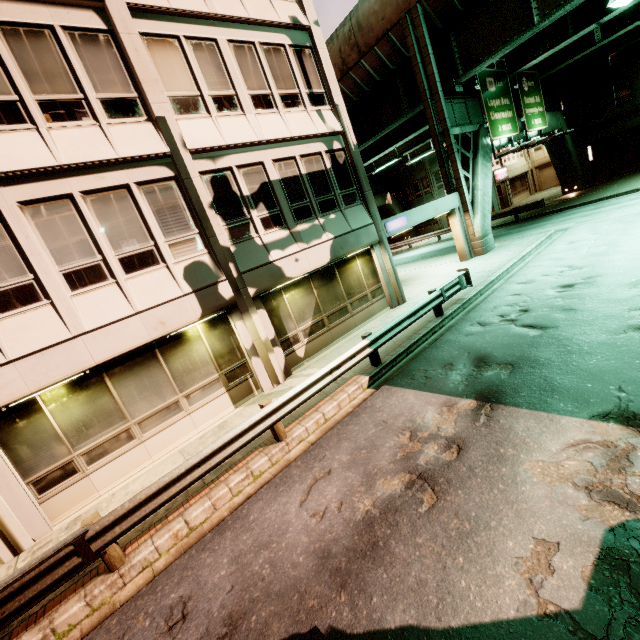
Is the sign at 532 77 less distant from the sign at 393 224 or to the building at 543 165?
the sign at 393 224

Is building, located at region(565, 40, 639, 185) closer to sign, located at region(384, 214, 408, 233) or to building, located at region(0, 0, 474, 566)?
building, located at region(0, 0, 474, 566)

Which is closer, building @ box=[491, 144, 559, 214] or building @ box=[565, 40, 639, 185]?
building @ box=[565, 40, 639, 185]

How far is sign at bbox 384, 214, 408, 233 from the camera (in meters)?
13.99

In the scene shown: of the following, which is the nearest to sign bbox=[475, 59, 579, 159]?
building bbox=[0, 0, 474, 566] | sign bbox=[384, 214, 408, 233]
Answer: building bbox=[0, 0, 474, 566]

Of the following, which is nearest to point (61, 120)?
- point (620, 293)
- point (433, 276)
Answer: point (620, 293)

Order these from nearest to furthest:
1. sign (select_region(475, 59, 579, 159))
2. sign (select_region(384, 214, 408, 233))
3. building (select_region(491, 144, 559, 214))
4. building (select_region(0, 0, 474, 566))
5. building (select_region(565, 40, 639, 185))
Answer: building (select_region(0, 0, 474, 566)) → sign (select_region(384, 214, 408, 233)) → sign (select_region(475, 59, 579, 159)) → building (select_region(565, 40, 639, 185)) → building (select_region(491, 144, 559, 214))

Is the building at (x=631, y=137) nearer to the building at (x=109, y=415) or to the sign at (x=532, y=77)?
the sign at (x=532, y=77)
